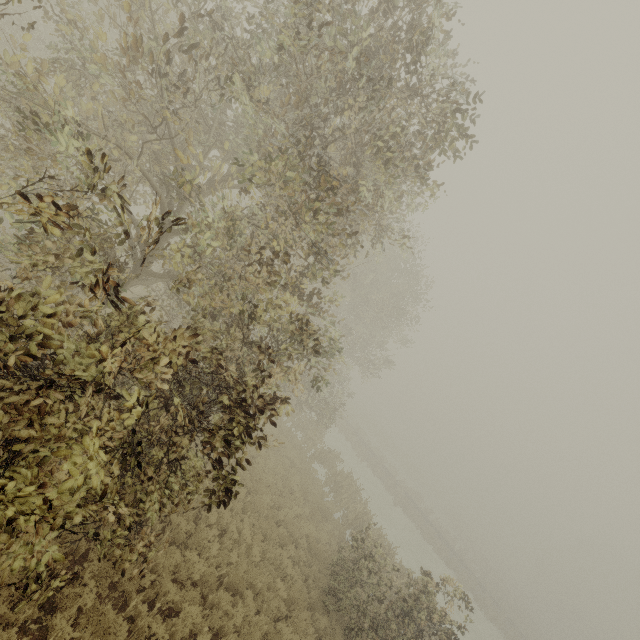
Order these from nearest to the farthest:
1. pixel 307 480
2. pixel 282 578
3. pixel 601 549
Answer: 1. pixel 282 578
2. pixel 307 480
3. pixel 601 549
